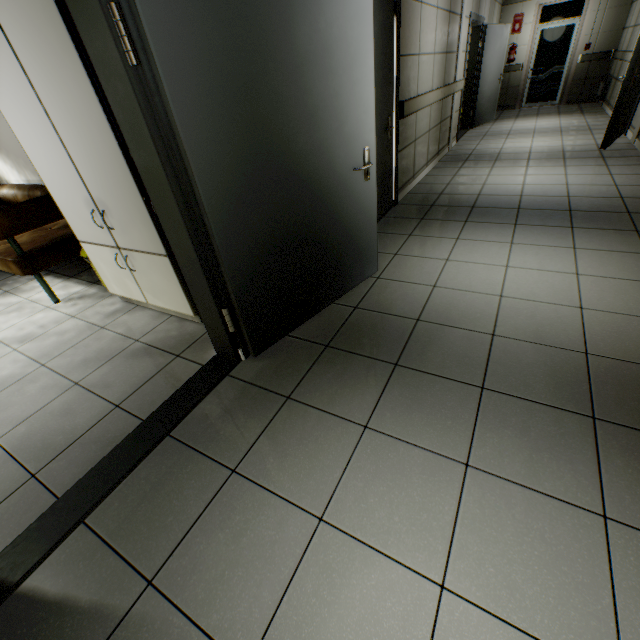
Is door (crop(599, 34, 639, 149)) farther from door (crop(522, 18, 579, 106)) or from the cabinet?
the cabinet

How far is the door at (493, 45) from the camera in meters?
7.2

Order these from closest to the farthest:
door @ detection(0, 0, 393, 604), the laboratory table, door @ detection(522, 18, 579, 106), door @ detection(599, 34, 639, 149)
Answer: door @ detection(0, 0, 393, 604), the laboratory table, door @ detection(599, 34, 639, 149), door @ detection(522, 18, 579, 106)

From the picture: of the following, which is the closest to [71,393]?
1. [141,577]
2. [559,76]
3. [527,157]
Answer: [141,577]

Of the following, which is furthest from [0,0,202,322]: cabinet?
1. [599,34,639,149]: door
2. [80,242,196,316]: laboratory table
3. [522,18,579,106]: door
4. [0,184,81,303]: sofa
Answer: [522,18,579,106]: door

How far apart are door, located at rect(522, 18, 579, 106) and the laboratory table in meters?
12.9 m

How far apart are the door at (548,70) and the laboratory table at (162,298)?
12.9 meters

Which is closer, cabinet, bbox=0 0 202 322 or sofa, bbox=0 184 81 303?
cabinet, bbox=0 0 202 322
